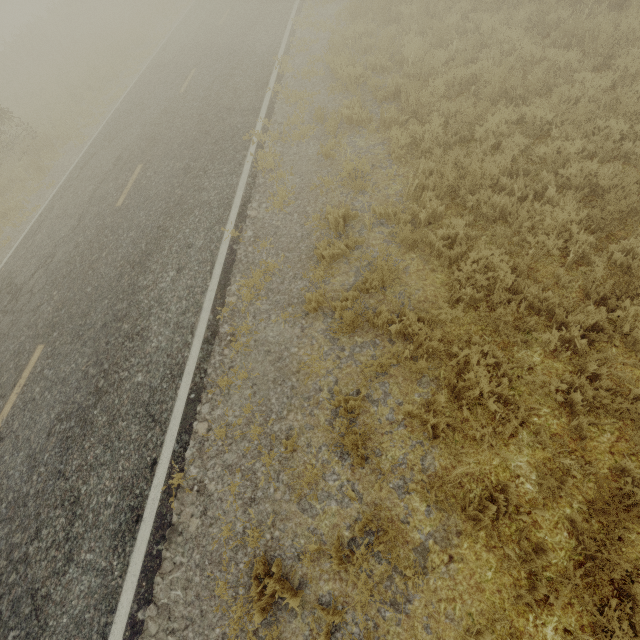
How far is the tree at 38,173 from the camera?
11.4 meters

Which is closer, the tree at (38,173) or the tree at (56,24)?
the tree at (38,173)

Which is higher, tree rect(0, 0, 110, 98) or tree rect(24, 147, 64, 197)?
tree rect(0, 0, 110, 98)

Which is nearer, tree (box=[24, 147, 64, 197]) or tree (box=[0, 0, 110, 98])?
tree (box=[24, 147, 64, 197])

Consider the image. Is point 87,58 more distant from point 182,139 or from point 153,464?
point 153,464

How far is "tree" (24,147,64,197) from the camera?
11.4 meters
